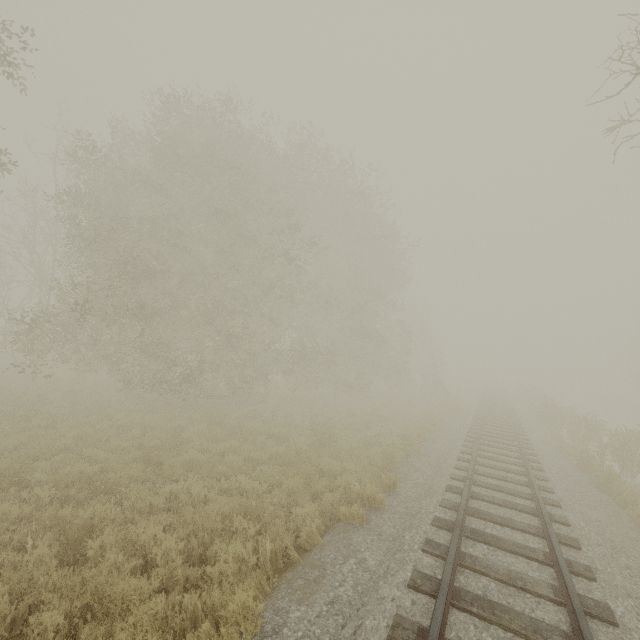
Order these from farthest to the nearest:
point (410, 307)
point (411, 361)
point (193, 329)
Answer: point (411, 361)
point (410, 307)
point (193, 329)
